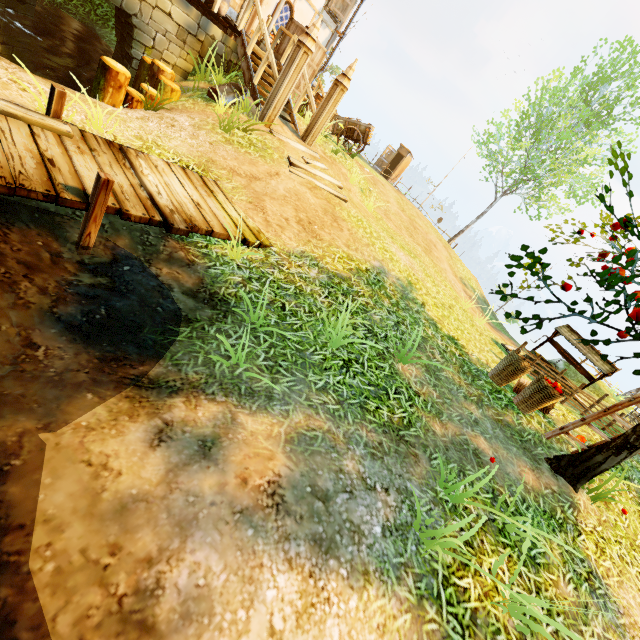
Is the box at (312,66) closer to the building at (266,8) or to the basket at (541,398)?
the building at (266,8)

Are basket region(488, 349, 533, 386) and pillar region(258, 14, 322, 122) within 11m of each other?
yes

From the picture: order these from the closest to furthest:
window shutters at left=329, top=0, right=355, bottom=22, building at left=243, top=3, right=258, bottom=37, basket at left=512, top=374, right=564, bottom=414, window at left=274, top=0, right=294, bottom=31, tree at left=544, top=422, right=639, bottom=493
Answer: tree at left=544, top=422, right=639, bottom=493 < basket at left=512, top=374, right=564, bottom=414 < building at left=243, top=3, right=258, bottom=37 < window at left=274, top=0, right=294, bottom=31 < window shutters at left=329, top=0, right=355, bottom=22

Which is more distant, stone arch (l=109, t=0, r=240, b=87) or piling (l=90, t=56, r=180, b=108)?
stone arch (l=109, t=0, r=240, b=87)

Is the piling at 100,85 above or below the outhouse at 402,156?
below

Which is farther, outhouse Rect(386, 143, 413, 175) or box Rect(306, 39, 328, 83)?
outhouse Rect(386, 143, 413, 175)

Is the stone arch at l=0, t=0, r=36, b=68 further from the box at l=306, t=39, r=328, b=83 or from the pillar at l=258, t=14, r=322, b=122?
the pillar at l=258, t=14, r=322, b=122

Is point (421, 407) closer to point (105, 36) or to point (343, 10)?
point (105, 36)
